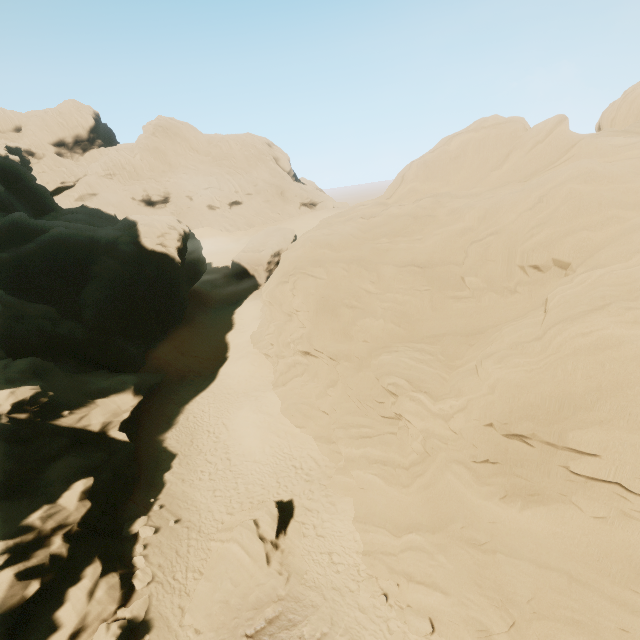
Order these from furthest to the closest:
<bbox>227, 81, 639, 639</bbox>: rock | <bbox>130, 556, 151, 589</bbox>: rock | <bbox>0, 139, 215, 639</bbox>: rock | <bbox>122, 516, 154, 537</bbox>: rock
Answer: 1. <bbox>122, 516, 154, 537</bbox>: rock
2. <bbox>130, 556, 151, 589</bbox>: rock
3. <bbox>0, 139, 215, 639</bbox>: rock
4. <bbox>227, 81, 639, 639</bbox>: rock

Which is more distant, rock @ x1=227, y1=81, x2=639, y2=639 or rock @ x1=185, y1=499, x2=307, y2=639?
rock @ x1=185, y1=499, x2=307, y2=639

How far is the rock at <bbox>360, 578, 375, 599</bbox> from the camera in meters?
12.0 m

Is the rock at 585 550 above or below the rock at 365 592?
above

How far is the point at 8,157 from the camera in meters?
40.4 m
